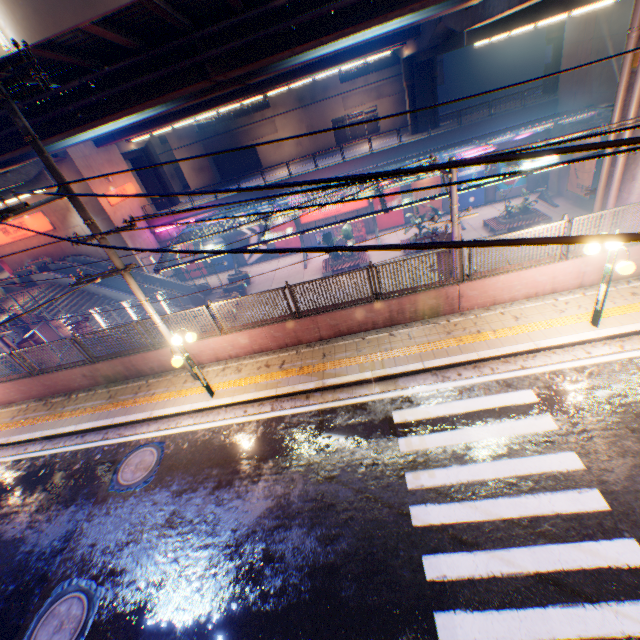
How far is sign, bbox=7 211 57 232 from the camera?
27.19m

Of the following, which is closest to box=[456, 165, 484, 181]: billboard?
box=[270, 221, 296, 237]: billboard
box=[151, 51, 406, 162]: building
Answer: box=[270, 221, 296, 237]: billboard

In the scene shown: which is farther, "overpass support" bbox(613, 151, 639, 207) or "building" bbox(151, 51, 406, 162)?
"building" bbox(151, 51, 406, 162)

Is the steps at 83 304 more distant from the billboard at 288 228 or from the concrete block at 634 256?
the billboard at 288 228

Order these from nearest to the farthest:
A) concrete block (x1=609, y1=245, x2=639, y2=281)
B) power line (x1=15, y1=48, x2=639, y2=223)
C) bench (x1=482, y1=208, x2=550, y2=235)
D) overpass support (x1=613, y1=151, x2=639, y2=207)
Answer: power line (x1=15, y1=48, x2=639, y2=223) < concrete block (x1=609, y1=245, x2=639, y2=281) < overpass support (x1=613, y1=151, x2=639, y2=207) < bench (x1=482, y1=208, x2=550, y2=235)

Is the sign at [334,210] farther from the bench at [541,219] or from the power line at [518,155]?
the power line at [518,155]

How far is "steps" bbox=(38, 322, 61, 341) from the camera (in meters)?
23.62

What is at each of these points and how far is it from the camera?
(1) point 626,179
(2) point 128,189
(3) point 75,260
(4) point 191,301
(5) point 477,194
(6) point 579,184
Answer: (1) overpass support, 9.41m
(2) sign, 30.09m
(3) escalator, 29.17m
(4) escalator, 29.17m
(5) billboard, 29.61m
(6) billboard, 23.83m
